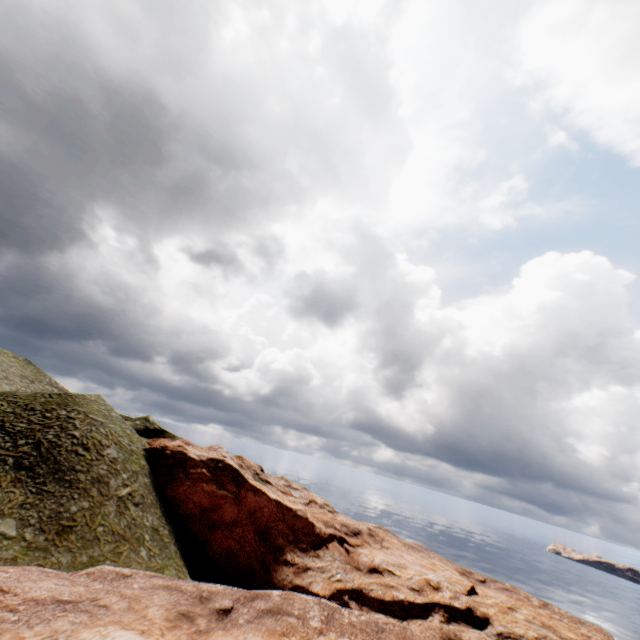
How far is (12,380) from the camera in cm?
5166
